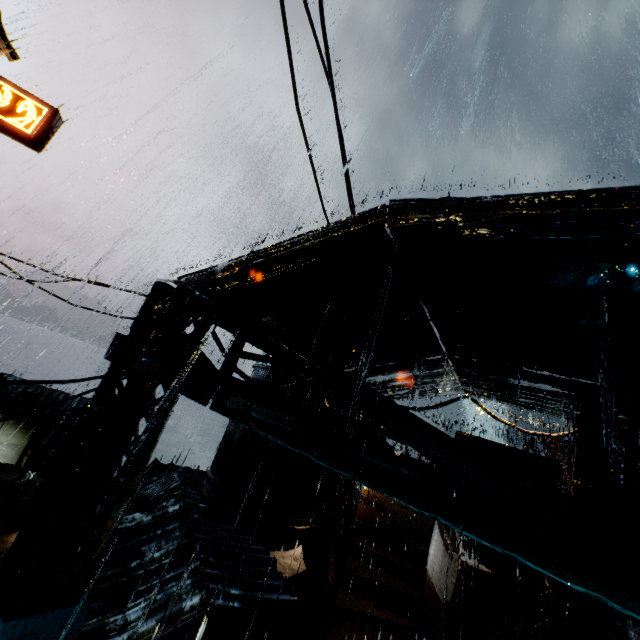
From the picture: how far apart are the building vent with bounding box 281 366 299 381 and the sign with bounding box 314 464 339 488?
0.0 meters

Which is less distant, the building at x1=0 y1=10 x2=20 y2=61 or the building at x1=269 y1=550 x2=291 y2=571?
the building at x1=269 y1=550 x2=291 y2=571

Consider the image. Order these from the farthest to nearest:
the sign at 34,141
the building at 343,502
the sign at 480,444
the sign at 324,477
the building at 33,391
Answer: the building at 33,391 < the sign at 34,141 < the sign at 324,477 < the sign at 480,444 < the building at 343,502

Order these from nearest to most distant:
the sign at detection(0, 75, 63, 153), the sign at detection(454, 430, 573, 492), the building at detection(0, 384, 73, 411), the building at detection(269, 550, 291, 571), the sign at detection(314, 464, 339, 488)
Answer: the sign at detection(454, 430, 573, 492) → the building at detection(269, 550, 291, 571) → the sign at detection(314, 464, 339, 488) → the sign at detection(0, 75, 63, 153) → the building at detection(0, 384, 73, 411)

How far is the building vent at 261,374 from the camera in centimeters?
1179cm

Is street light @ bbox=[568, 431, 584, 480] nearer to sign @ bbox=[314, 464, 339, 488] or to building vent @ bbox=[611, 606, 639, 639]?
sign @ bbox=[314, 464, 339, 488]

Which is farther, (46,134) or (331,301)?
(46,134)

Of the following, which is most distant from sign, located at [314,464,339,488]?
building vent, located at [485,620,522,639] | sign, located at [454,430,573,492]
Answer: building vent, located at [485,620,522,639]
